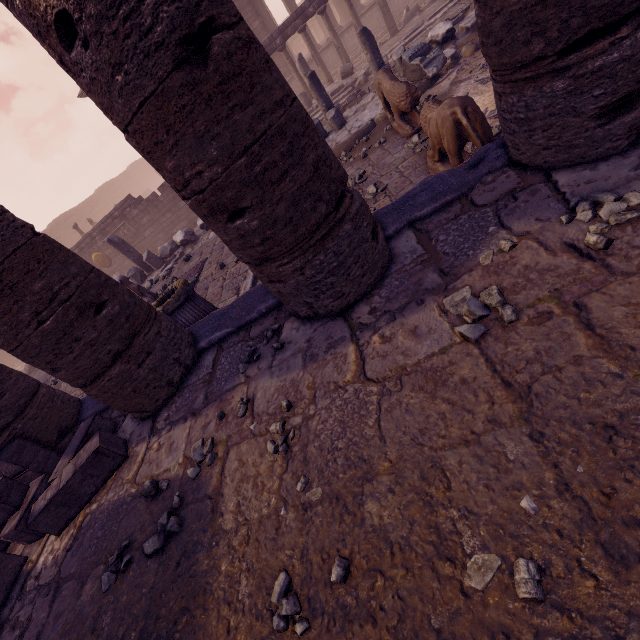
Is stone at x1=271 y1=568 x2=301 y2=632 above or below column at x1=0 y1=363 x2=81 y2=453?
below

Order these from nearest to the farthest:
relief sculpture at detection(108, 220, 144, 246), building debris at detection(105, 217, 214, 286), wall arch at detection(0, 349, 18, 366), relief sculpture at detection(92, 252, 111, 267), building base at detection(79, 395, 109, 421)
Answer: building base at detection(79, 395, 109, 421) → building debris at detection(105, 217, 214, 286) → relief sculpture at detection(108, 220, 144, 246) → relief sculpture at detection(92, 252, 111, 267) → wall arch at detection(0, 349, 18, 366)

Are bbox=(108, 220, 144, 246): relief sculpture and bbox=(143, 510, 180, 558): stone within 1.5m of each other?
no

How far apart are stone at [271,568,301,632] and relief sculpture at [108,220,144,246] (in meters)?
17.74

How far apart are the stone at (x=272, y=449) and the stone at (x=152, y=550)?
0.8 meters

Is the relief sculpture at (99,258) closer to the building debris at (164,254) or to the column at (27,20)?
the building debris at (164,254)

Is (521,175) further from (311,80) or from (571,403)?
(311,80)

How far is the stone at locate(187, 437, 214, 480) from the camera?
2.4m
